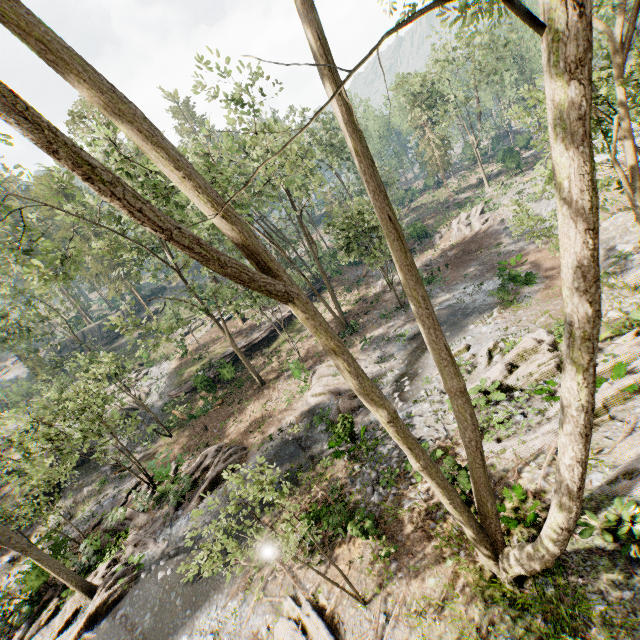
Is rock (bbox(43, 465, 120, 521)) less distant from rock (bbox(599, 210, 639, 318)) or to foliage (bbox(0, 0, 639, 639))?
foliage (bbox(0, 0, 639, 639))

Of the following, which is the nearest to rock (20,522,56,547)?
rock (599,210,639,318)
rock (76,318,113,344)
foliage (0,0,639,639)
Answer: foliage (0,0,639,639)

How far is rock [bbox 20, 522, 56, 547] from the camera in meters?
17.7 m

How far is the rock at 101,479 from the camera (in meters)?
23.17

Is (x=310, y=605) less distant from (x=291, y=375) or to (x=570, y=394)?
(x=570, y=394)

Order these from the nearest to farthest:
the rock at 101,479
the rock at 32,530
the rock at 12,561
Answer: A: the rock at 32,530 < the rock at 12,561 < the rock at 101,479

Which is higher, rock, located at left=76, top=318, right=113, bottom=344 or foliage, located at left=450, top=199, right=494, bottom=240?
rock, located at left=76, top=318, right=113, bottom=344

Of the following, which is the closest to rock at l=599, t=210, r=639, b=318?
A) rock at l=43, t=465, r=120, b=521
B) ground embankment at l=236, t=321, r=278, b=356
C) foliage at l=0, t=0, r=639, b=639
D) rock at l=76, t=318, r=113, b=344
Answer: foliage at l=0, t=0, r=639, b=639
